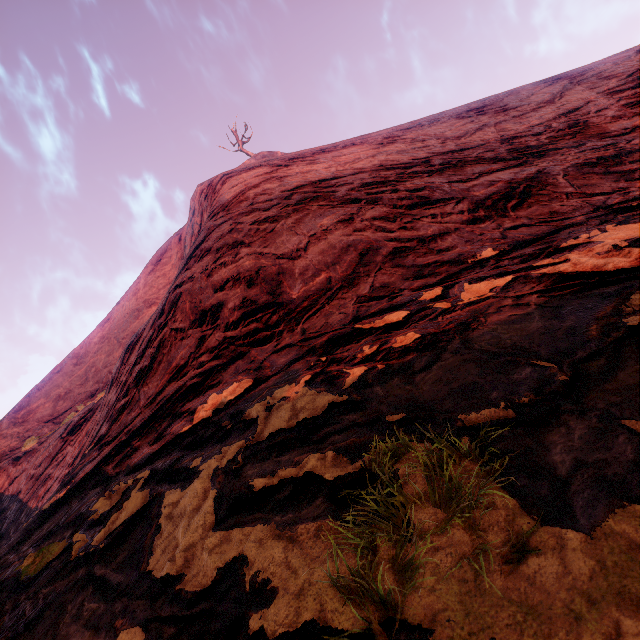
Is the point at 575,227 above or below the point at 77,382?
below
